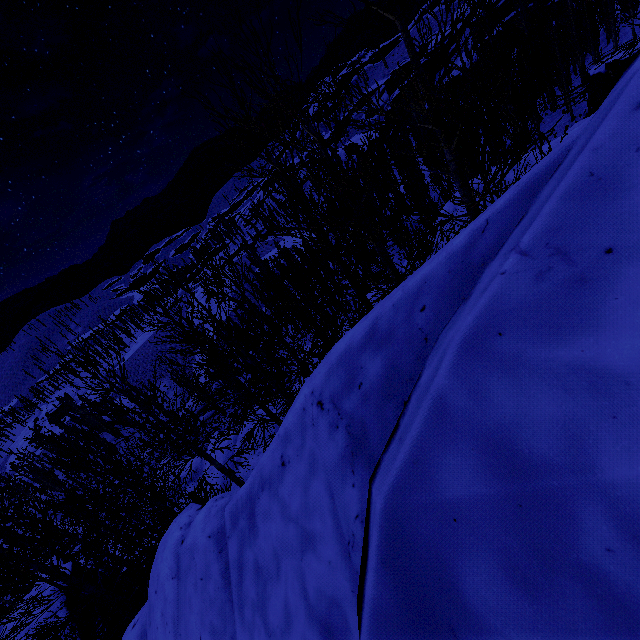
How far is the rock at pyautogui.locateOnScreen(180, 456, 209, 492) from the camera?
30.5m

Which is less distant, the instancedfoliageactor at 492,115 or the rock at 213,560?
the rock at 213,560

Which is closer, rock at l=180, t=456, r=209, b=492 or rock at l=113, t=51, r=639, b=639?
rock at l=113, t=51, r=639, b=639

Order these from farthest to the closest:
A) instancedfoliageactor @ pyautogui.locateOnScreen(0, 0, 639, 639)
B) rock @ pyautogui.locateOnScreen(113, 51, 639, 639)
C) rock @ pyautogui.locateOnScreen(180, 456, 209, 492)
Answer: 1. rock @ pyautogui.locateOnScreen(180, 456, 209, 492)
2. instancedfoliageactor @ pyautogui.locateOnScreen(0, 0, 639, 639)
3. rock @ pyautogui.locateOnScreen(113, 51, 639, 639)

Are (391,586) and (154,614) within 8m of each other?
yes

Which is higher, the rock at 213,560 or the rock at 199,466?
the rock at 213,560

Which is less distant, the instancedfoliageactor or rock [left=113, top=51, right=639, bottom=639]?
rock [left=113, top=51, right=639, bottom=639]
